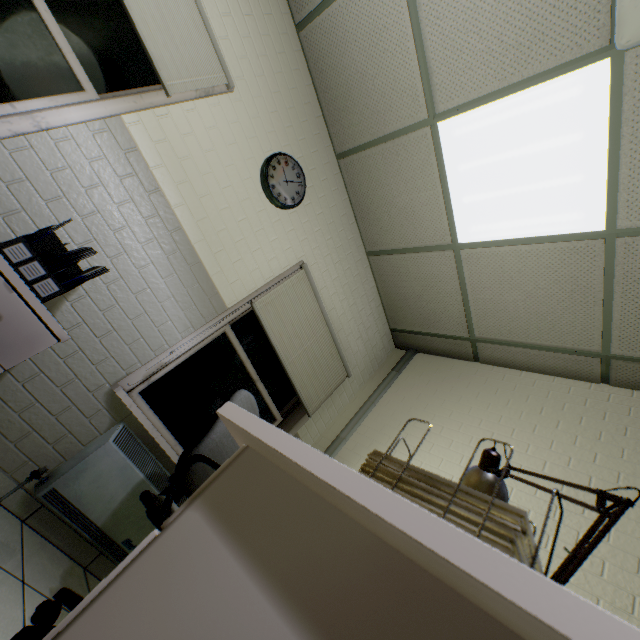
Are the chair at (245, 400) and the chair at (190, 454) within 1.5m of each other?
yes

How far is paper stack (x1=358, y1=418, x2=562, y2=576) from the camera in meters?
0.5 m

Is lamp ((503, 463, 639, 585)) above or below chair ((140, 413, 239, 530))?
above

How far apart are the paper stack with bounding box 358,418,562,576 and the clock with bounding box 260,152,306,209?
2.3 meters

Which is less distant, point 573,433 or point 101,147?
point 101,147

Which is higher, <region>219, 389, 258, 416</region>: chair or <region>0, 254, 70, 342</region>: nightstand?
<region>219, 389, 258, 416</region>: chair

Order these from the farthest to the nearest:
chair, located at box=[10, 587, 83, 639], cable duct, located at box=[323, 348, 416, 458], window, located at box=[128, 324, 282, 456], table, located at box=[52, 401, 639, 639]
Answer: cable duct, located at box=[323, 348, 416, 458], window, located at box=[128, 324, 282, 456], chair, located at box=[10, 587, 83, 639], table, located at box=[52, 401, 639, 639]

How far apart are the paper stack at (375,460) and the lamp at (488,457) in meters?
0.1
